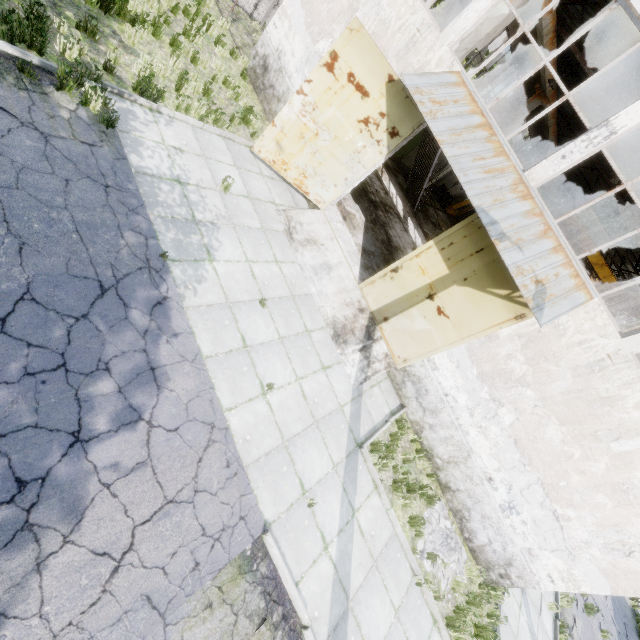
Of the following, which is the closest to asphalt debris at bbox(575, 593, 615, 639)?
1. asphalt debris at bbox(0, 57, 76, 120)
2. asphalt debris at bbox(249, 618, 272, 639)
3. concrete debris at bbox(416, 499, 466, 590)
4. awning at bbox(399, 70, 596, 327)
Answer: concrete debris at bbox(416, 499, 466, 590)

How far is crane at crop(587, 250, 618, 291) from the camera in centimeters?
2159cm

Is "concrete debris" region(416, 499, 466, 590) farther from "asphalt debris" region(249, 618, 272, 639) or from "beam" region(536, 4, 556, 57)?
"beam" region(536, 4, 556, 57)

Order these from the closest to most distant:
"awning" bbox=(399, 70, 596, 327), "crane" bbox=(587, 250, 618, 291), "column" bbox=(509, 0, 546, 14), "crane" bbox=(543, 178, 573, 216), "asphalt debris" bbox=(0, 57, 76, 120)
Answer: "asphalt debris" bbox=(0, 57, 76, 120)
"awning" bbox=(399, 70, 596, 327)
"column" bbox=(509, 0, 546, 14)
"crane" bbox=(587, 250, 618, 291)
"crane" bbox=(543, 178, 573, 216)

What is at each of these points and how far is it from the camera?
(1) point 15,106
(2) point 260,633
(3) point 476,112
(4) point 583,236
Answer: (1) asphalt debris, 5.16m
(2) asphalt debris, 4.50m
(3) awning, 7.36m
(4) crane, 22.17m

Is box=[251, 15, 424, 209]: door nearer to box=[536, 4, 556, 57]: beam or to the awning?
the awning

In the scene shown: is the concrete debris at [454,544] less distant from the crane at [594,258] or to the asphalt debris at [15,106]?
the asphalt debris at [15,106]

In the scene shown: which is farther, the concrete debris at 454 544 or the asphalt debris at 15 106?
the concrete debris at 454 544
